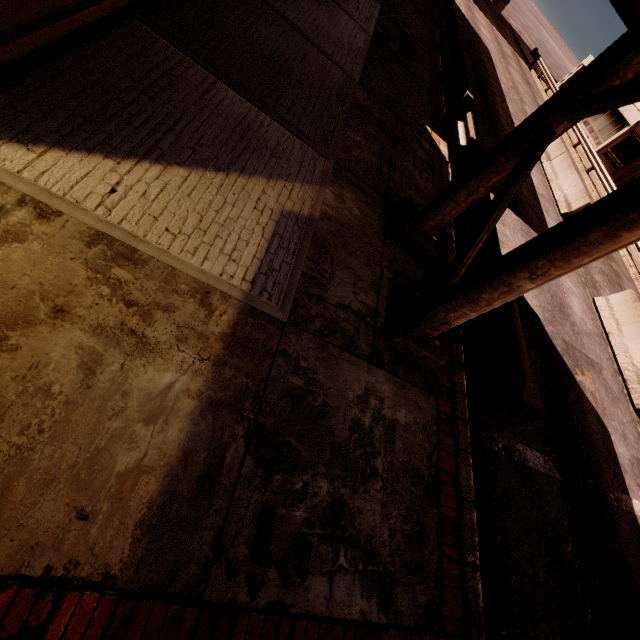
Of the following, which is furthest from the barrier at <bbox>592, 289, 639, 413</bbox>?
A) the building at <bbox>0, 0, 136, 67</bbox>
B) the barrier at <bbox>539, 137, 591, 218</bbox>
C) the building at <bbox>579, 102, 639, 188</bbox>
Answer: the building at <bbox>579, 102, 639, 188</bbox>

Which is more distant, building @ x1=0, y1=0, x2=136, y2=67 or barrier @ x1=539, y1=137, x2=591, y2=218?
barrier @ x1=539, y1=137, x2=591, y2=218

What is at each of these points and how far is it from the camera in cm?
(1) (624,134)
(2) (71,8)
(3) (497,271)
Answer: (1) building, 2491
(2) building, 358
(3) sign, 356

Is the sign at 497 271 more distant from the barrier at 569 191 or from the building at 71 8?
the barrier at 569 191

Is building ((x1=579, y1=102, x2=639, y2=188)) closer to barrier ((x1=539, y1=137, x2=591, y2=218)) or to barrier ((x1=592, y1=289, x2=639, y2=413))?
barrier ((x1=539, y1=137, x2=591, y2=218))

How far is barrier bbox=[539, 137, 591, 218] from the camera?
13.5m

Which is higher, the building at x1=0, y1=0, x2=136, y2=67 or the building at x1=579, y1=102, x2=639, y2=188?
the building at x1=579, y1=102, x2=639, y2=188

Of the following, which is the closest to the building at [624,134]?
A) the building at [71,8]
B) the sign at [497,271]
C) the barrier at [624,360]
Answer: the sign at [497,271]
